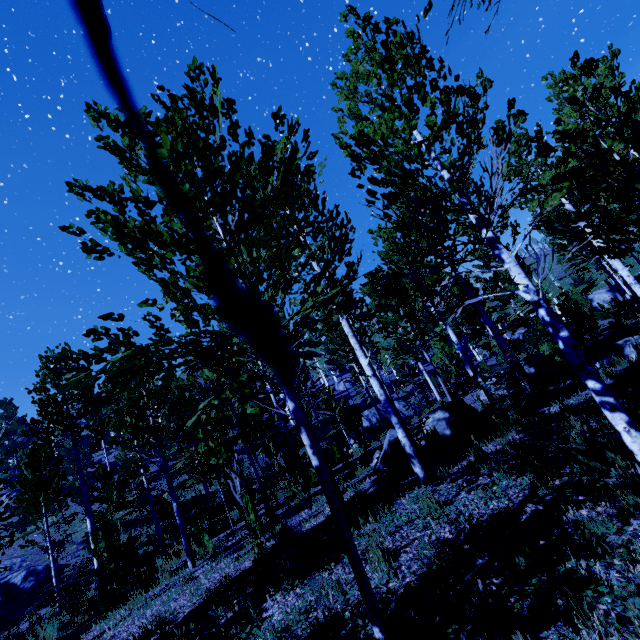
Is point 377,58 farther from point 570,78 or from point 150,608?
point 150,608

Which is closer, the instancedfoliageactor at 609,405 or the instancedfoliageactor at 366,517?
the instancedfoliageactor at 609,405

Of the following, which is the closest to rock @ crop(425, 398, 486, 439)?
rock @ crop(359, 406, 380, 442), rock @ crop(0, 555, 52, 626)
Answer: rock @ crop(359, 406, 380, 442)

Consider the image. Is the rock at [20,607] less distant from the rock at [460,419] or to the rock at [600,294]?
the rock at [460,419]

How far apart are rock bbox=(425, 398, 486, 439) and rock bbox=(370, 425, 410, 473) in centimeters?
46cm

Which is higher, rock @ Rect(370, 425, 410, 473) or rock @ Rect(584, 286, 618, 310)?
rock @ Rect(584, 286, 618, 310)

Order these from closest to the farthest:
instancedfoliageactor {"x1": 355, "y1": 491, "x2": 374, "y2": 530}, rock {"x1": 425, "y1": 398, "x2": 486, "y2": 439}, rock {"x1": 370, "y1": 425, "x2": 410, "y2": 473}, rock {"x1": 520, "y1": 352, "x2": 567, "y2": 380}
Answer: instancedfoliageactor {"x1": 355, "y1": 491, "x2": 374, "y2": 530} < rock {"x1": 370, "y1": 425, "x2": 410, "y2": 473} < rock {"x1": 425, "y1": 398, "x2": 486, "y2": 439} < rock {"x1": 520, "y1": 352, "x2": 567, "y2": 380}

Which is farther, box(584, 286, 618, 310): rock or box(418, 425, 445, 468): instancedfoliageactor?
box(584, 286, 618, 310): rock
